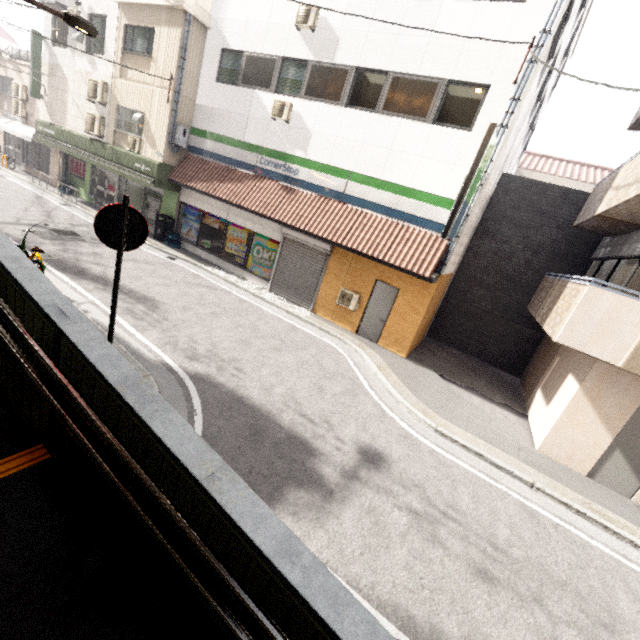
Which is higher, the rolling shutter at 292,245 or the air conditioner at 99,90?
the air conditioner at 99,90

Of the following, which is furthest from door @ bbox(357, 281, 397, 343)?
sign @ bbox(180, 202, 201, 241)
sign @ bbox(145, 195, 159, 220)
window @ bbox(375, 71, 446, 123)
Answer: sign @ bbox(145, 195, 159, 220)

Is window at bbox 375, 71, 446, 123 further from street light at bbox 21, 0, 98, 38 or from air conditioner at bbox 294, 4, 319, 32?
street light at bbox 21, 0, 98, 38

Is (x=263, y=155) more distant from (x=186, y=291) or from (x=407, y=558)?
(x=407, y=558)

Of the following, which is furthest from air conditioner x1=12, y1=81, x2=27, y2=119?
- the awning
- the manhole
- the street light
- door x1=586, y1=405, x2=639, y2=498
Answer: door x1=586, y1=405, x2=639, y2=498

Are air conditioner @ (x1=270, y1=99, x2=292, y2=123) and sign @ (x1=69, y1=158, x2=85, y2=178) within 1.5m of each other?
no

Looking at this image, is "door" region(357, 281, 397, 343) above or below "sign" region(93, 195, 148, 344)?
below

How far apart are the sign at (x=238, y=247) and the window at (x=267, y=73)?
4.88m
